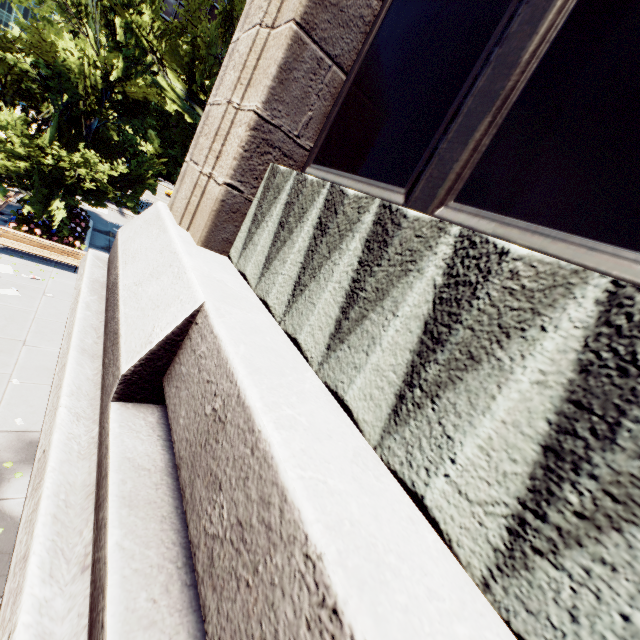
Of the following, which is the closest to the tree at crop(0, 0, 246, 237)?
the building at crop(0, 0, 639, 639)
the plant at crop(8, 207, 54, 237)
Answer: the plant at crop(8, 207, 54, 237)

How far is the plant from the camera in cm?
1388

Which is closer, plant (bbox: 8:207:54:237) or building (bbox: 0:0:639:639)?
building (bbox: 0:0:639:639)

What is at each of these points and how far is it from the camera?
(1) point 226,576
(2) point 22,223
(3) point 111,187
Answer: (1) building, 1.12m
(2) plant, 14.31m
(3) tree, 15.22m

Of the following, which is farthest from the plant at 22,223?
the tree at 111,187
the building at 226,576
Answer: the building at 226,576

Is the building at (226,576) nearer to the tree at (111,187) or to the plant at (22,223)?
the tree at (111,187)

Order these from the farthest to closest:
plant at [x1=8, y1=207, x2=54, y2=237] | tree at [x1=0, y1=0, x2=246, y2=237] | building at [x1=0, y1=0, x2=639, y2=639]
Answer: plant at [x1=8, y1=207, x2=54, y2=237]
tree at [x1=0, y1=0, x2=246, y2=237]
building at [x1=0, y1=0, x2=639, y2=639]
